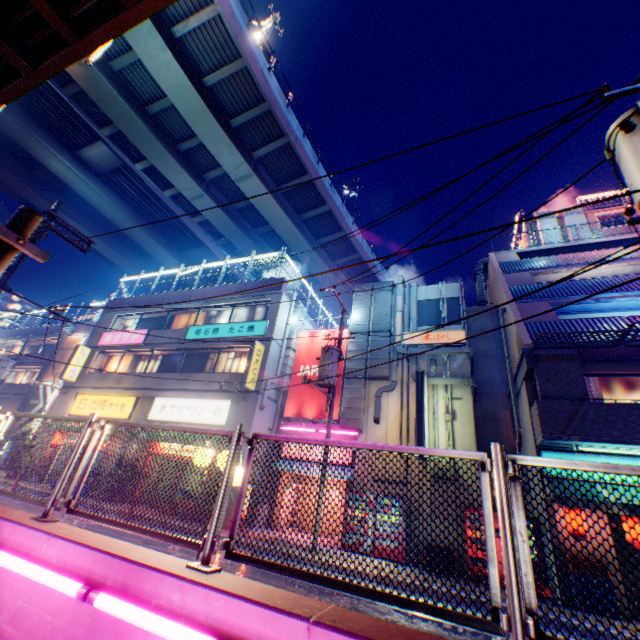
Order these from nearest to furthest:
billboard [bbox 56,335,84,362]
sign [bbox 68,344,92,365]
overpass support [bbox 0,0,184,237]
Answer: overpass support [bbox 0,0,184,237] → sign [bbox 68,344,92,365] → billboard [bbox 56,335,84,362]

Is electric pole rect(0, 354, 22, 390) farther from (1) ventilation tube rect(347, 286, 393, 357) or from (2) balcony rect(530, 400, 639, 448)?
(2) balcony rect(530, 400, 639, 448)

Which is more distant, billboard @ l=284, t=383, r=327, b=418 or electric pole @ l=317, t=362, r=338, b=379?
billboard @ l=284, t=383, r=327, b=418

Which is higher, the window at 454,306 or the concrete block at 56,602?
the window at 454,306

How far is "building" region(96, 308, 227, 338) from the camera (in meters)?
20.77

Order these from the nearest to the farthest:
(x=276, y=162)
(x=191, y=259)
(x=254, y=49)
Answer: (x=254, y=49), (x=276, y=162), (x=191, y=259)

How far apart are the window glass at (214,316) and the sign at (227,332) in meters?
0.6 m

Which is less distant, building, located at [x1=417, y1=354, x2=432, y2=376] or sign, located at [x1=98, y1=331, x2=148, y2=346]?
building, located at [x1=417, y1=354, x2=432, y2=376]
